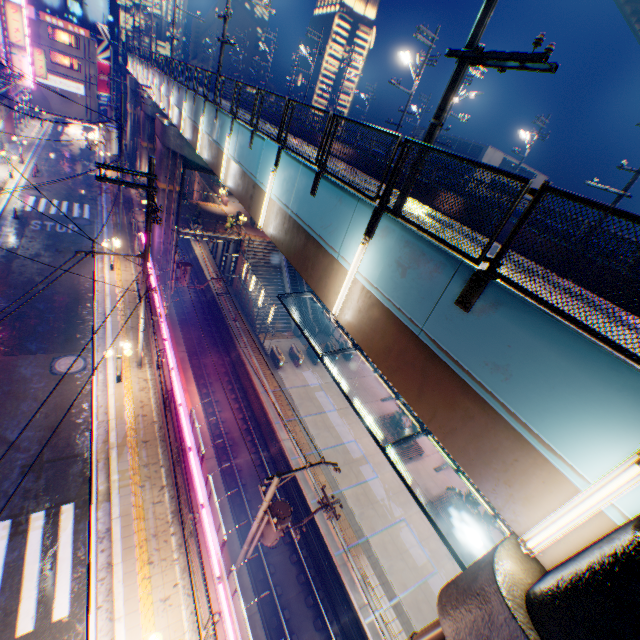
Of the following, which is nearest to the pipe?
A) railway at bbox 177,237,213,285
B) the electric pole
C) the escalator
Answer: the electric pole

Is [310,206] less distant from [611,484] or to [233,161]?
[233,161]

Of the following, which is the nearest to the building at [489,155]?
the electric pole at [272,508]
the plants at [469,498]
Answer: the plants at [469,498]

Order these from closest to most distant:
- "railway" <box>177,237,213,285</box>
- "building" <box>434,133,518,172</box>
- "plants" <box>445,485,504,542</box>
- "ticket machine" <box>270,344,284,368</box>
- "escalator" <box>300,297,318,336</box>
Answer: "plants" <box>445,485,504,542</box>
"ticket machine" <box>270,344,284,368</box>
"escalator" <box>300,297,318,336</box>
"railway" <box>177,237,213,285</box>
"building" <box>434,133,518,172</box>

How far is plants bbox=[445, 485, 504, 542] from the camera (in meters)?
19.38

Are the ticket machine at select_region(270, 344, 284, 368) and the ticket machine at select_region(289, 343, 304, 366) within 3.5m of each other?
yes

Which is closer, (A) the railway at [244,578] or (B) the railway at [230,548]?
(A) the railway at [244,578]

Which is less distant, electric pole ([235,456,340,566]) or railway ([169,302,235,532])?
electric pole ([235,456,340,566])
